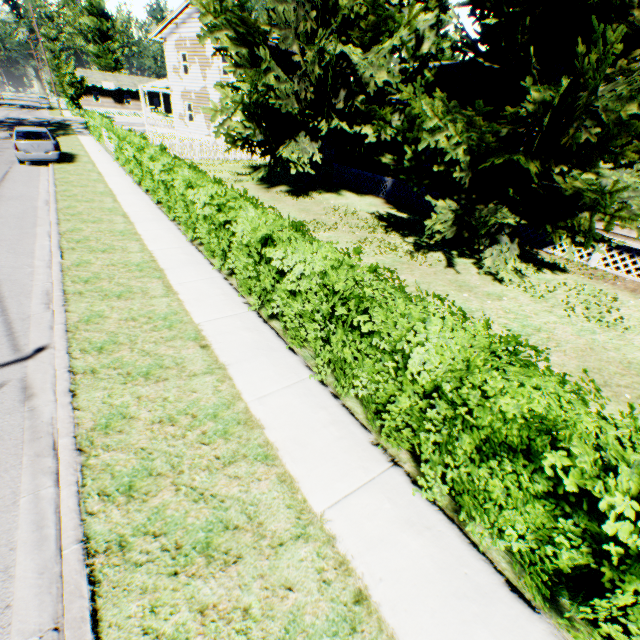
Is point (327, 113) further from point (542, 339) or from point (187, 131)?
point (187, 131)

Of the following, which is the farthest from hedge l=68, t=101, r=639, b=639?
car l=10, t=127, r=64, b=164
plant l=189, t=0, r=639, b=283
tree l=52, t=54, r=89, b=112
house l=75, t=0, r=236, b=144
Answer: tree l=52, t=54, r=89, b=112

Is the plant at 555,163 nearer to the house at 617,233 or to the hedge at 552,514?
the house at 617,233

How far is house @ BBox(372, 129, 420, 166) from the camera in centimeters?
1555cm

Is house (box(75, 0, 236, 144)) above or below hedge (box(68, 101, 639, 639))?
above

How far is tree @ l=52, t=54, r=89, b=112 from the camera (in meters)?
44.85

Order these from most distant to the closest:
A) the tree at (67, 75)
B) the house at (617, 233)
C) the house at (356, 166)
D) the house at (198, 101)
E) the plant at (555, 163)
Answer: the tree at (67, 75), the house at (198, 101), the house at (356, 166), the house at (617, 233), the plant at (555, 163)

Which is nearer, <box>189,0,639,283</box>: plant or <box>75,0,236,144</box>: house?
<box>189,0,639,283</box>: plant
